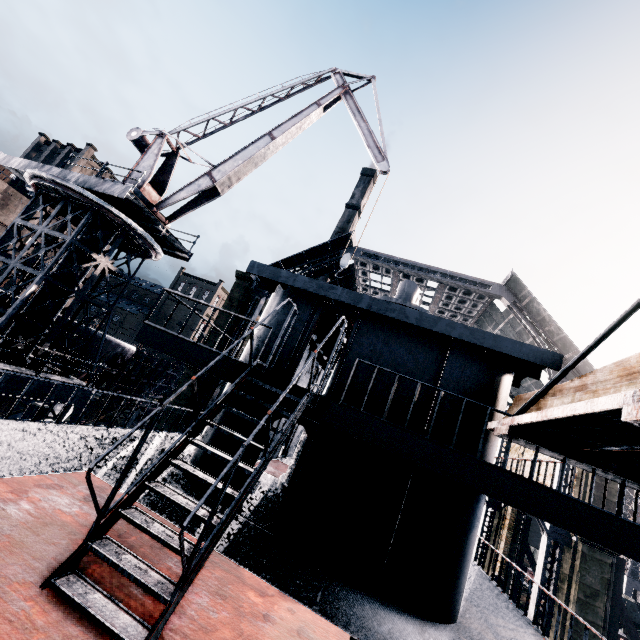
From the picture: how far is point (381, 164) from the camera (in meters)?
15.84

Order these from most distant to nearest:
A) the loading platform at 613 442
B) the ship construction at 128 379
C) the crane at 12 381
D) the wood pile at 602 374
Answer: the ship construction at 128 379
the crane at 12 381
the wood pile at 602 374
the loading platform at 613 442

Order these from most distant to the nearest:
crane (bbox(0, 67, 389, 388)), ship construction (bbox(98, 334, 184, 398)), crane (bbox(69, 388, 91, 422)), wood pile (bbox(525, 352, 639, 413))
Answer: ship construction (bbox(98, 334, 184, 398)), crane (bbox(69, 388, 91, 422)), crane (bbox(0, 67, 389, 388)), wood pile (bbox(525, 352, 639, 413))

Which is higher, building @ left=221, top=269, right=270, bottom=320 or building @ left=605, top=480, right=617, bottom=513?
building @ left=221, top=269, right=270, bottom=320

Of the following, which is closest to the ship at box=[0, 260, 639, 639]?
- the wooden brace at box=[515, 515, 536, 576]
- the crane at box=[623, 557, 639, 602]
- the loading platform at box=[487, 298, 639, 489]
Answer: the loading platform at box=[487, 298, 639, 489]

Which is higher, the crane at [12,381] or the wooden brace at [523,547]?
the wooden brace at [523,547]

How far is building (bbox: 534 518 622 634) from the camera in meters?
17.9 m
